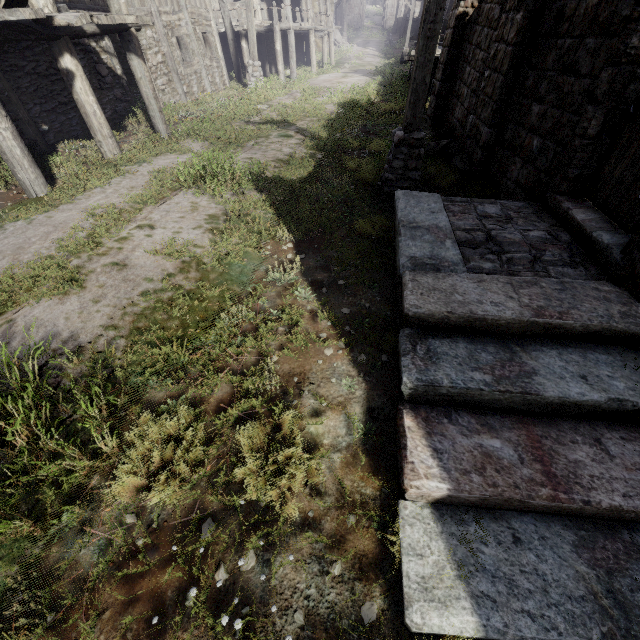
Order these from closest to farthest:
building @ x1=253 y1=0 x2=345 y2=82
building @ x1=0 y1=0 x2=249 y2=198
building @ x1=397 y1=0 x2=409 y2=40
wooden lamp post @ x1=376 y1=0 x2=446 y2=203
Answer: wooden lamp post @ x1=376 y1=0 x2=446 y2=203 < building @ x1=0 y1=0 x2=249 y2=198 < building @ x1=253 y1=0 x2=345 y2=82 < building @ x1=397 y1=0 x2=409 y2=40

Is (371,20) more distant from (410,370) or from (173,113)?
(410,370)

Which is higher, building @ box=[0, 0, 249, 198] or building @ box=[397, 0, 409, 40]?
building @ box=[397, 0, 409, 40]

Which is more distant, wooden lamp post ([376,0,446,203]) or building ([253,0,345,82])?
building ([253,0,345,82])

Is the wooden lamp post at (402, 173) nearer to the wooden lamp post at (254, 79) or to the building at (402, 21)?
the building at (402, 21)

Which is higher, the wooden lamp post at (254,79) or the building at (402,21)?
the building at (402,21)

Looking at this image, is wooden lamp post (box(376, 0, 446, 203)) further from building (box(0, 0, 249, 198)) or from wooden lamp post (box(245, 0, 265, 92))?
wooden lamp post (box(245, 0, 265, 92))
